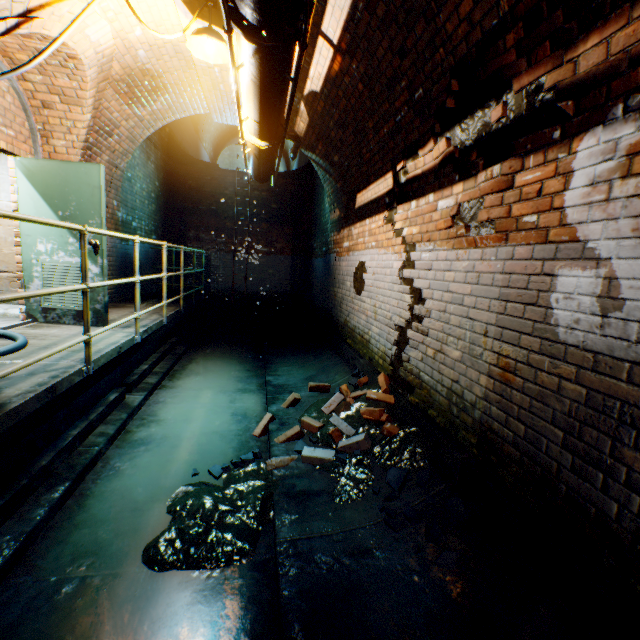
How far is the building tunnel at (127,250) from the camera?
6.4 meters

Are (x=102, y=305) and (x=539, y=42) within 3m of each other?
no

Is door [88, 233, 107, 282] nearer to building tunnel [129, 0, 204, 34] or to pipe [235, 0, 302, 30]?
building tunnel [129, 0, 204, 34]

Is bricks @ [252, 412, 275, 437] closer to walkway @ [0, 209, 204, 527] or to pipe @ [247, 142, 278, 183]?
walkway @ [0, 209, 204, 527]

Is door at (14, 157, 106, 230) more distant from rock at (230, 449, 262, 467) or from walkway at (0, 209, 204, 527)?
rock at (230, 449, 262, 467)

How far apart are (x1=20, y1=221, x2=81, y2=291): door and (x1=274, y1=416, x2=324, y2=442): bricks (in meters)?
2.90

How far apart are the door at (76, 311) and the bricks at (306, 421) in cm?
290

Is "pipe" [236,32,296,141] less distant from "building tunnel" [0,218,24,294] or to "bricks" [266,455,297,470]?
"building tunnel" [0,218,24,294]
